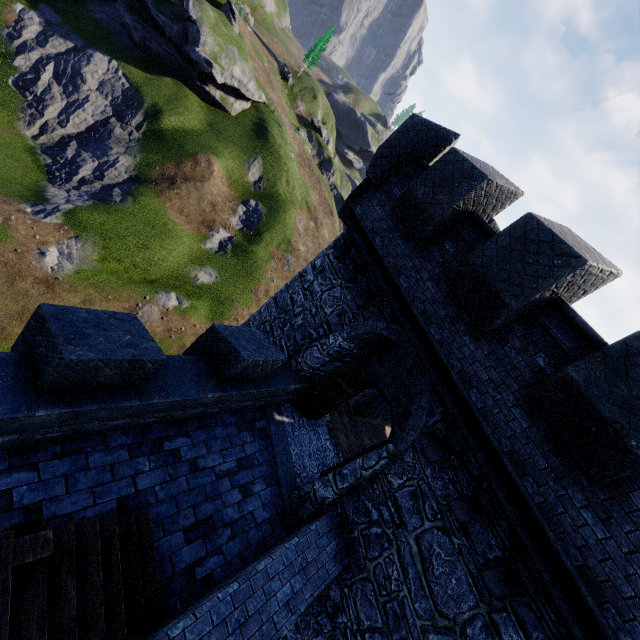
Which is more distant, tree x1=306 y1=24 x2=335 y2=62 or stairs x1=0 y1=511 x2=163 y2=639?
tree x1=306 y1=24 x2=335 y2=62

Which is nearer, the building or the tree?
the building

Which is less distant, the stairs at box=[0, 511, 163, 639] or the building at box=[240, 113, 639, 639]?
the stairs at box=[0, 511, 163, 639]

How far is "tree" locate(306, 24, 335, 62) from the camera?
57.75m

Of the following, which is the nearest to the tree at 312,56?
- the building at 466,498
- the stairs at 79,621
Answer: the building at 466,498

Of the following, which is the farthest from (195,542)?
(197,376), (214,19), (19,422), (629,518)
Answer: (214,19)

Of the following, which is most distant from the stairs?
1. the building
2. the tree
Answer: the tree

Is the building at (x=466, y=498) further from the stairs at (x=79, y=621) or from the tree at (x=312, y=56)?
the tree at (x=312, y=56)
